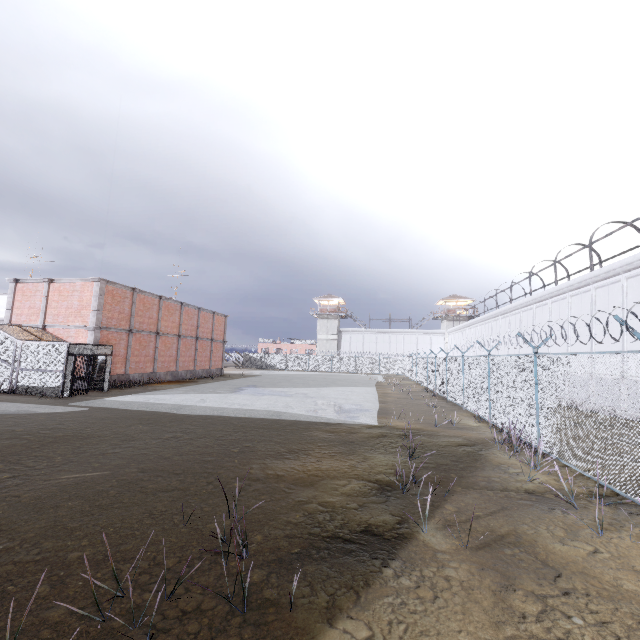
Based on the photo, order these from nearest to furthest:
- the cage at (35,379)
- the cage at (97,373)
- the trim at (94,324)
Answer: the cage at (35,379), the cage at (97,373), the trim at (94,324)

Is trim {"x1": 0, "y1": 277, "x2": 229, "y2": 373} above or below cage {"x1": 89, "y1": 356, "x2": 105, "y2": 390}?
above

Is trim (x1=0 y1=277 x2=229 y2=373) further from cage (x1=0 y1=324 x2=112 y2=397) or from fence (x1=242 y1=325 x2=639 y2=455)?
fence (x1=242 y1=325 x2=639 y2=455)

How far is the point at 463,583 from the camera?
4.0 meters

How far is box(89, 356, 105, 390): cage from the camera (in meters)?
19.97

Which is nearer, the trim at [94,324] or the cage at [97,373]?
the cage at [97,373]

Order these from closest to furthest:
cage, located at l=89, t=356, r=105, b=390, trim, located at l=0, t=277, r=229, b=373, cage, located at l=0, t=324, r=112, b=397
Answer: cage, located at l=0, t=324, r=112, b=397
cage, located at l=89, t=356, r=105, b=390
trim, located at l=0, t=277, r=229, b=373
